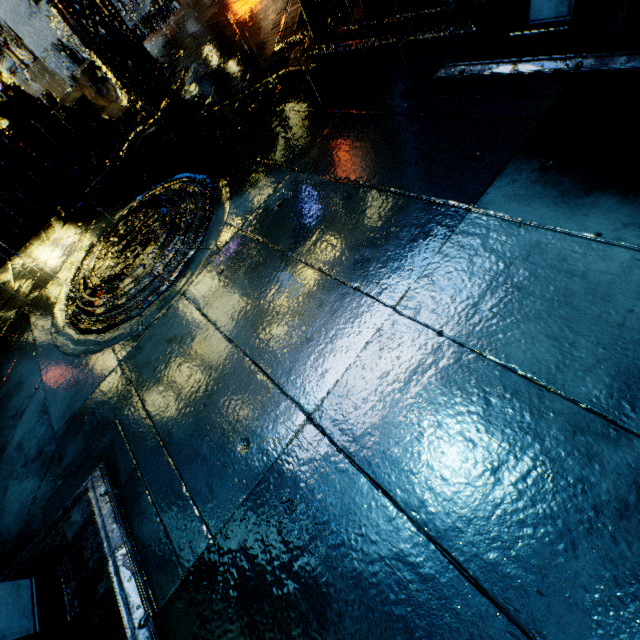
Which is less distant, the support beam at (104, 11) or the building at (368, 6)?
the support beam at (104, 11)

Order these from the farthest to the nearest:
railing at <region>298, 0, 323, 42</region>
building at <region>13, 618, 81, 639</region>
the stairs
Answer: the stairs < railing at <region>298, 0, 323, 42</region> < building at <region>13, 618, 81, 639</region>

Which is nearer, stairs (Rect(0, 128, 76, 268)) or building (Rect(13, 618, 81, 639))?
building (Rect(13, 618, 81, 639))

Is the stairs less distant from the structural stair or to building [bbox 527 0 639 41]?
the structural stair

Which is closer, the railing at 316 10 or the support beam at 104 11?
the railing at 316 10

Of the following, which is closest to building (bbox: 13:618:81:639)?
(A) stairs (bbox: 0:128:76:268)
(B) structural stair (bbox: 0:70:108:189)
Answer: (B) structural stair (bbox: 0:70:108:189)

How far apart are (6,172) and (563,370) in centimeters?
963cm

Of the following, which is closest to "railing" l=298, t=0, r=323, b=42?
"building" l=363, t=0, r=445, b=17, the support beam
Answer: "building" l=363, t=0, r=445, b=17
